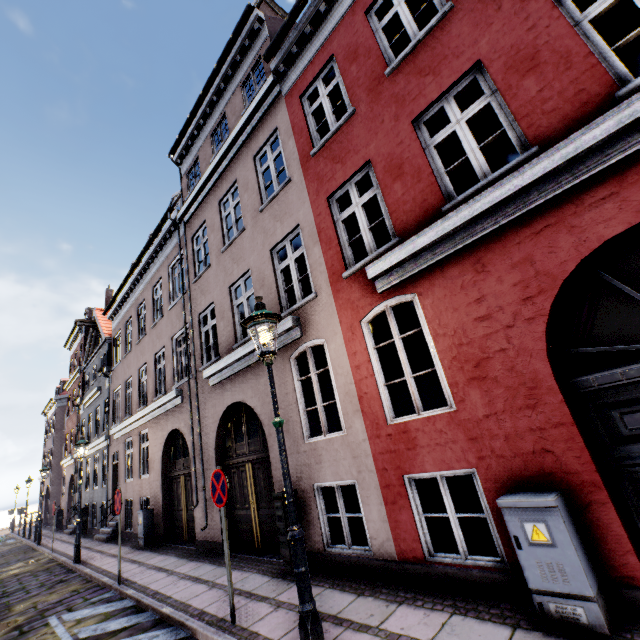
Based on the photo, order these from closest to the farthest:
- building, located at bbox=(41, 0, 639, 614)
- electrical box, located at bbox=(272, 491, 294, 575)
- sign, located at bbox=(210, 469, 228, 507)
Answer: building, located at bbox=(41, 0, 639, 614) < sign, located at bbox=(210, 469, 228, 507) < electrical box, located at bbox=(272, 491, 294, 575)

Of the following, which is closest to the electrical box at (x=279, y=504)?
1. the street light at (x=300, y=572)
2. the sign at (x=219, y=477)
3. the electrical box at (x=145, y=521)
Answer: the sign at (x=219, y=477)

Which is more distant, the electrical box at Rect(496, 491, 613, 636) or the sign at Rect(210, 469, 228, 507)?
the sign at Rect(210, 469, 228, 507)

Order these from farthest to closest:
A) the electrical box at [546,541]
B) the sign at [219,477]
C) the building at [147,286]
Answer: the sign at [219,477]
the building at [147,286]
the electrical box at [546,541]

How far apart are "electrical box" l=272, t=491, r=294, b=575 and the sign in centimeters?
132cm

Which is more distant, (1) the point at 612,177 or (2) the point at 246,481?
(2) the point at 246,481

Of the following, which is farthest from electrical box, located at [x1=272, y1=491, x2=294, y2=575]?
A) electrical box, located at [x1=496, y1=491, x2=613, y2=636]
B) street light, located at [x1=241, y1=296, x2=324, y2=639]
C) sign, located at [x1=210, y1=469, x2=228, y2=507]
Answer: electrical box, located at [x1=496, y1=491, x2=613, y2=636]

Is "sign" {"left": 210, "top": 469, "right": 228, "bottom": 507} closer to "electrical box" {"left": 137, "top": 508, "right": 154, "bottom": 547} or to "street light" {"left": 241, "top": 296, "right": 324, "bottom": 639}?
"street light" {"left": 241, "top": 296, "right": 324, "bottom": 639}
